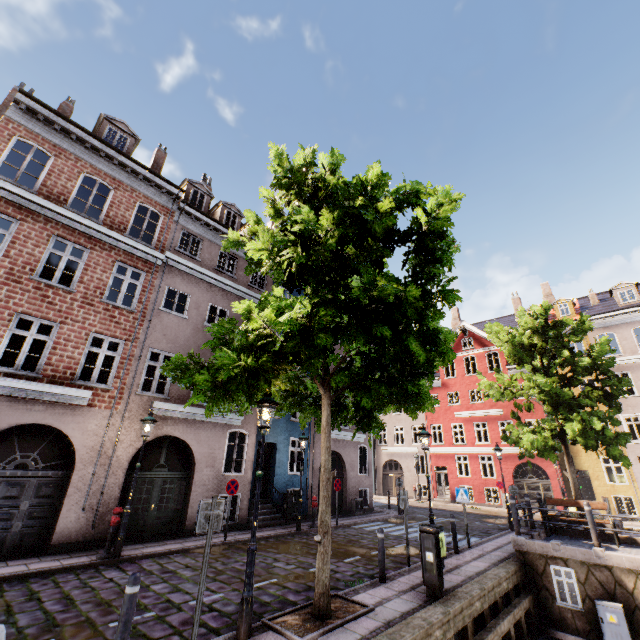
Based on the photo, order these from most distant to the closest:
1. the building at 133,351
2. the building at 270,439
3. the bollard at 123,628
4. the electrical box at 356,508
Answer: the electrical box at 356,508 → the building at 270,439 → the building at 133,351 → the bollard at 123,628

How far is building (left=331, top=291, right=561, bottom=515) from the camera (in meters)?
20.42

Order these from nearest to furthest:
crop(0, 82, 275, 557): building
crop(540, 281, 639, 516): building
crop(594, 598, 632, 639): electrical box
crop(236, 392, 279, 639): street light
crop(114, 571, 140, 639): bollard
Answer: crop(114, 571, 140, 639): bollard < crop(236, 392, 279, 639): street light < crop(594, 598, 632, 639): electrical box < crop(0, 82, 275, 557): building < crop(540, 281, 639, 516): building

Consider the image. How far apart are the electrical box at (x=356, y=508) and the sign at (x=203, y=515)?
15.17m

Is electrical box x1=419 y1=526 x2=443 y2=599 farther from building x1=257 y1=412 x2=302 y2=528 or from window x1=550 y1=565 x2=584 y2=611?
building x1=257 y1=412 x2=302 y2=528

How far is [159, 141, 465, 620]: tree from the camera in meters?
5.7

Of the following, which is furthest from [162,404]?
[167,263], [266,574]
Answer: [266,574]

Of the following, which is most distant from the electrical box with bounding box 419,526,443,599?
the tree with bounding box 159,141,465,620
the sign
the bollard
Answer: the bollard
